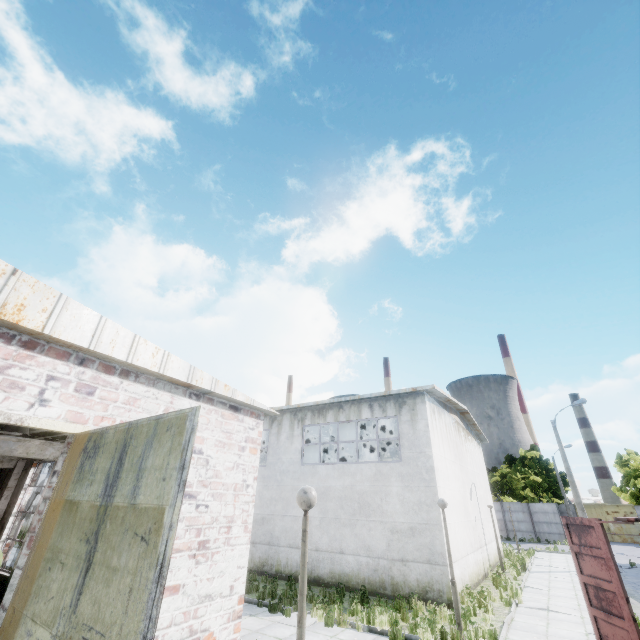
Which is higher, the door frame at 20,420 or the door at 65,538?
the door frame at 20,420

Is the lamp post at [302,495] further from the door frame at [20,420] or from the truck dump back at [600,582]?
the truck dump back at [600,582]

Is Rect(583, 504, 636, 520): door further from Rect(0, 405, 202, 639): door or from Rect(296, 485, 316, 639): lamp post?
Rect(0, 405, 202, 639): door

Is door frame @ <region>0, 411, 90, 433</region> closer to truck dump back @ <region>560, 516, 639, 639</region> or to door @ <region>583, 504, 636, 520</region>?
truck dump back @ <region>560, 516, 639, 639</region>

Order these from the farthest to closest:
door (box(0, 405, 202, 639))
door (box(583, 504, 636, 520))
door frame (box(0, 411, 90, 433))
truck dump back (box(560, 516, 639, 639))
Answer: door (box(583, 504, 636, 520)), truck dump back (box(560, 516, 639, 639)), door frame (box(0, 411, 90, 433)), door (box(0, 405, 202, 639))

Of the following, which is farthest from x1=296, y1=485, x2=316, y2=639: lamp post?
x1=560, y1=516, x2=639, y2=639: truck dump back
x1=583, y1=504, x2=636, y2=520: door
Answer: x1=583, y1=504, x2=636, y2=520: door

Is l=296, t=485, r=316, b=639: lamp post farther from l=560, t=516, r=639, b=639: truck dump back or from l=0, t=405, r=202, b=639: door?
l=560, t=516, r=639, b=639: truck dump back

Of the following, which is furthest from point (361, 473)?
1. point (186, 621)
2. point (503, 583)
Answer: point (186, 621)
